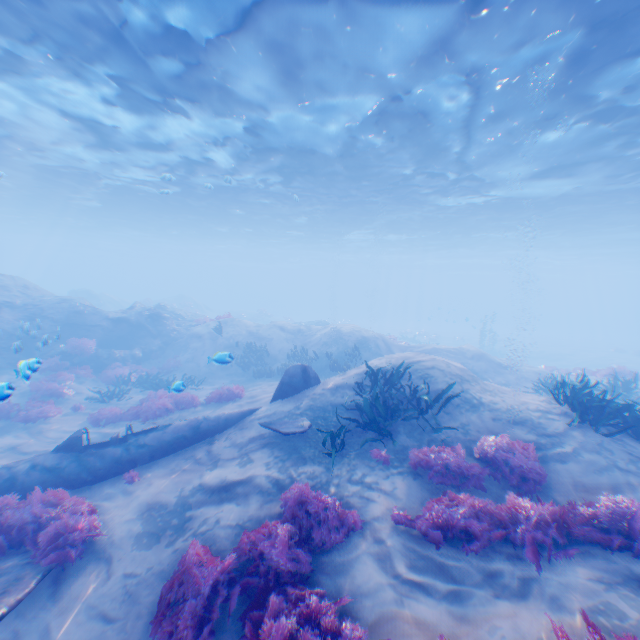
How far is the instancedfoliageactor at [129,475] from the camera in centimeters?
786cm

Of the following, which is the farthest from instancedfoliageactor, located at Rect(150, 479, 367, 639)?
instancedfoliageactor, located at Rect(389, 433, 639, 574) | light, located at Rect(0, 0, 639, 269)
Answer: light, located at Rect(0, 0, 639, 269)

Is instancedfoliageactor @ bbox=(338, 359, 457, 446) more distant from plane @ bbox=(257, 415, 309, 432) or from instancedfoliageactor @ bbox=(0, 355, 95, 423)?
instancedfoliageactor @ bbox=(0, 355, 95, 423)

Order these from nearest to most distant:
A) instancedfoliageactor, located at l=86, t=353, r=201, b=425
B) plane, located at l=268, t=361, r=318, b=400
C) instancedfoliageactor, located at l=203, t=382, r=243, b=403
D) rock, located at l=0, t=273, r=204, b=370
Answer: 1. plane, located at l=268, t=361, r=318, b=400
2. instancedfoliageactor, located at l=86, t=353, r=201, b=425
3. instancedfoliageactor, located at l=203, t=382, r=243, b=403
4. rock, located at l=0, t=273, r=204, b=370

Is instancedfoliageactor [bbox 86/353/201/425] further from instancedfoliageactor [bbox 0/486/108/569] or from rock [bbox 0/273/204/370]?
instancedfoliageactor [bbox 0/486/108/569]

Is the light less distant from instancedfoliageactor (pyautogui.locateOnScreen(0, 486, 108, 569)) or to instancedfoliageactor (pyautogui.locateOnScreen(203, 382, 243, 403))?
instancedfoliageactor (pyautogui.locateOnScreen(203, 382, 243, 403))

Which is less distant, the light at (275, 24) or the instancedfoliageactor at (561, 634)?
the instancedfoliageactor at (561, 634)

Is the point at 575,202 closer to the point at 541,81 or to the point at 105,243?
the point at 541,81
